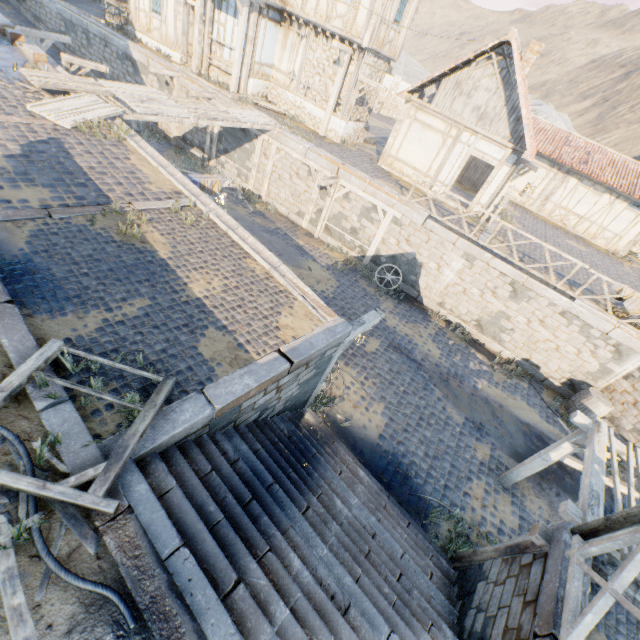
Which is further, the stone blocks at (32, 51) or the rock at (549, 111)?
the rock at (549, 111)

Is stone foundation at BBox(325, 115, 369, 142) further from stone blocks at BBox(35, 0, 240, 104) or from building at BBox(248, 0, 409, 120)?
stone blocks at BBox(35, 0, 240, 104)

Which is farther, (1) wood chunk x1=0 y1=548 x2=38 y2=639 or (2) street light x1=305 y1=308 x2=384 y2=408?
(2) street light x1=305 y1=308 x2=384 y2=408

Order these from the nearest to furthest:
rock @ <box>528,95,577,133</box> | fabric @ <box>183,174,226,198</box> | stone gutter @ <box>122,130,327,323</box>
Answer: stone gutter @ <box>122,130,327,323</box> < fabric @ <box>183,174,226,198</box> < rock @ <box>528,95,577,133</box>

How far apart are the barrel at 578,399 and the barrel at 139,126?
23.94m

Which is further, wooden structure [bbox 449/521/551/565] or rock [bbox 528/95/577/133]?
rock [bbox 528/95/577/133]

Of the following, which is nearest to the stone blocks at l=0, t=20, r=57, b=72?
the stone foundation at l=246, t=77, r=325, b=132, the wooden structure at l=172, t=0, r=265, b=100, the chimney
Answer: the wooden structure at l=172, t=0, r=265, b=100

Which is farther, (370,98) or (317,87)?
(370,98)
